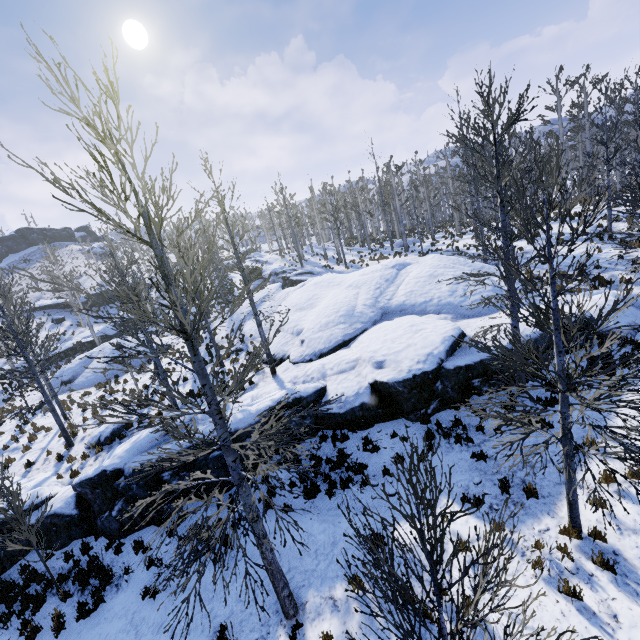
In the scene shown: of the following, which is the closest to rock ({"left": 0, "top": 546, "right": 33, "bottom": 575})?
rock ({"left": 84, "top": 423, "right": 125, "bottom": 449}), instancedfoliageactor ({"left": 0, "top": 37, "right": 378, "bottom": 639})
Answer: instancedfoliageactor ({"left": 0, "top": 37, "right": 378, "bottom": 639})

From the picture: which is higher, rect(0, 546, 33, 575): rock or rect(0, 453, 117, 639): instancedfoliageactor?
rect(0, 546, 33, 575): rock

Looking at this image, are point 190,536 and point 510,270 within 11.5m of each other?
yes

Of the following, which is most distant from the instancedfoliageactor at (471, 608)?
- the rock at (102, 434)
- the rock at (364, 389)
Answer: the rock at (102, 434)

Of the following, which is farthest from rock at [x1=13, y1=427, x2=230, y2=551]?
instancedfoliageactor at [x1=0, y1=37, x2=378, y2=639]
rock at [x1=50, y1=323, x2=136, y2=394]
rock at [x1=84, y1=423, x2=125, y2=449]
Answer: rock at [x1=50, y1=323, x2=136, y2=394]

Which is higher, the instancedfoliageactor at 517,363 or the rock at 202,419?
the instancedfoliageactor at 517,363

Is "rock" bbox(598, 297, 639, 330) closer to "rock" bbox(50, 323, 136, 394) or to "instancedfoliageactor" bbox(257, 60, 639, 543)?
"instancedfoliageactor" bbox(257, 60, 639, 543)
